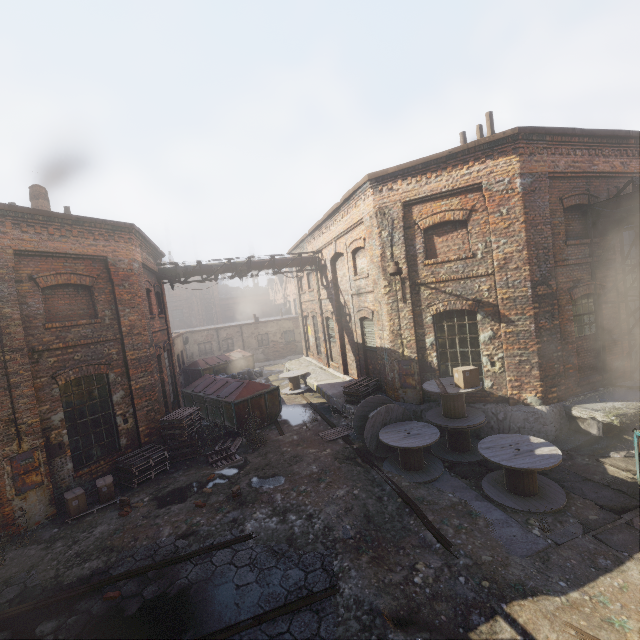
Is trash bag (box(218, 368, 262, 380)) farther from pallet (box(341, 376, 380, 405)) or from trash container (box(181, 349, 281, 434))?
pallet (box(341, 376, 380, 405))

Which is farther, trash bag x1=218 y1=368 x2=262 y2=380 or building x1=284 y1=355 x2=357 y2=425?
trash bag x1=218 y1=368 x2=262 y2=380

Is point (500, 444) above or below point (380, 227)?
below

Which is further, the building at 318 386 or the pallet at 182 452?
the building at 318 386

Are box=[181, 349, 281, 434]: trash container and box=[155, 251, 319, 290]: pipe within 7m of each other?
yes

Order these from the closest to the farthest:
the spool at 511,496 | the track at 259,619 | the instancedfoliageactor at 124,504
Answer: the track at 259,619, the spool at 511,496, the instancedfoliageactor at 124,504

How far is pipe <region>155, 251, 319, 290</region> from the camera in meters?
14.9 m

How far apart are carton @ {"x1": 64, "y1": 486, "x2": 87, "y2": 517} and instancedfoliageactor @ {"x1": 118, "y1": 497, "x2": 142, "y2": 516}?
0.8m
